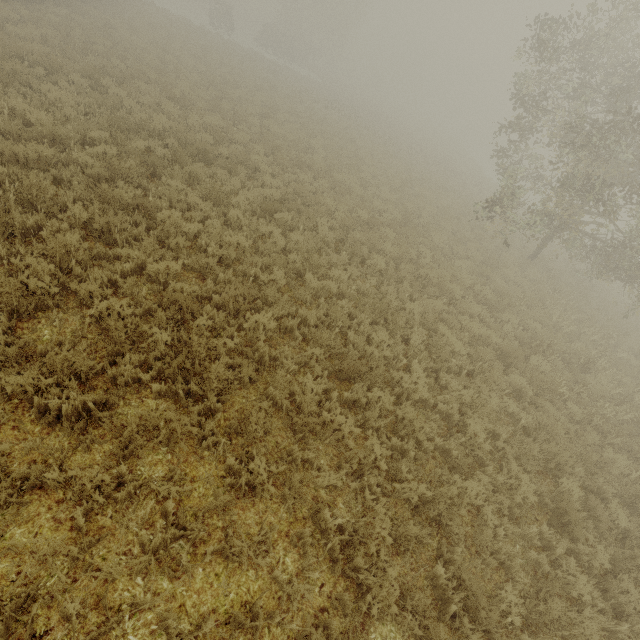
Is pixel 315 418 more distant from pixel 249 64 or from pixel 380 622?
pixel 249 64
